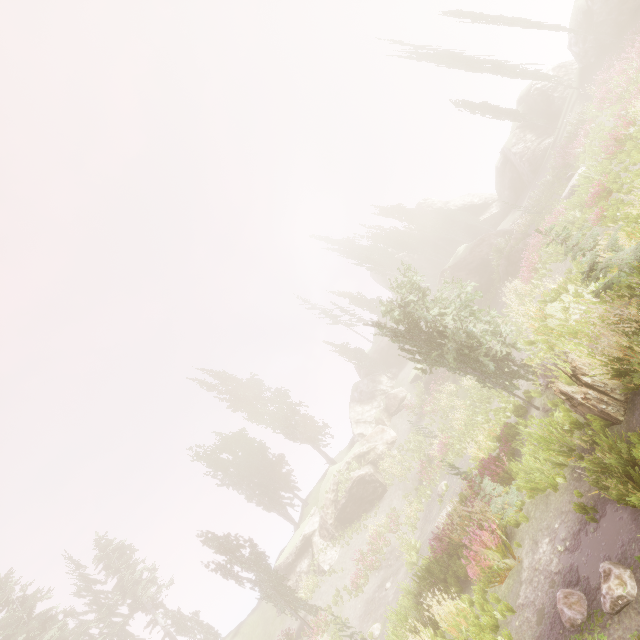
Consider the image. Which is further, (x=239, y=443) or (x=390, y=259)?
(x=390, y=259)

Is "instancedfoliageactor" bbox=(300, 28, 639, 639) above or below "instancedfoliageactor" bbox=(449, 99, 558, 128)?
below

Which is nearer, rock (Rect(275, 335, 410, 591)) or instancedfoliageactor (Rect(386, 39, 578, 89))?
rock (Rect(275, 335, 410, 591))

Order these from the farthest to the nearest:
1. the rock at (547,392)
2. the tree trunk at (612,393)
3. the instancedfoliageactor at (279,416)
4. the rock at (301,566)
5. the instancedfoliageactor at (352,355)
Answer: the instancedfoliageactor at (352,355)
the instancedfoliageactor at (279,416)
the rock at (301,566)
the rock at (547,392)
the tree trunk at (612,393)

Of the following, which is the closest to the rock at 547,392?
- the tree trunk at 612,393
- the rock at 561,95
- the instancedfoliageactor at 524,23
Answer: the instancedfoliageactor at 524,23

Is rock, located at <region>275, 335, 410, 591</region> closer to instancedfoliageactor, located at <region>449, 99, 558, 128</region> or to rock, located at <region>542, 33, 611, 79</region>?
instancedfoliageactor, located at <region>449, 99, 558, 128</region>

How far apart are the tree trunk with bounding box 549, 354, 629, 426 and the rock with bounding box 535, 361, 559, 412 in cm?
169
